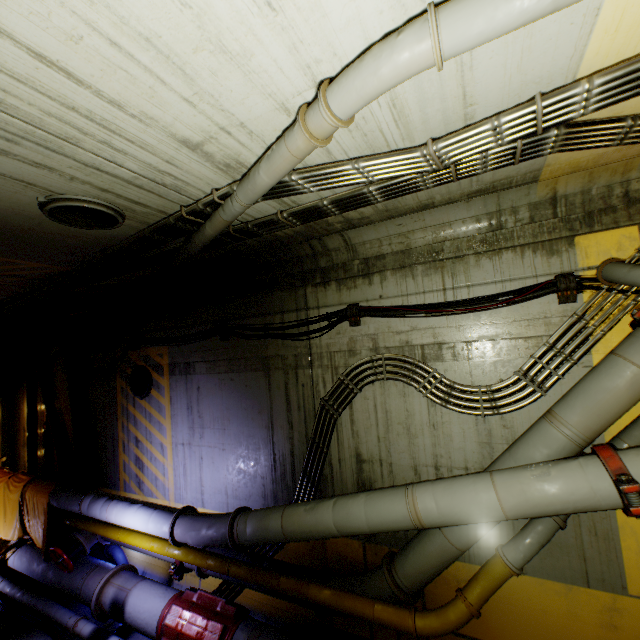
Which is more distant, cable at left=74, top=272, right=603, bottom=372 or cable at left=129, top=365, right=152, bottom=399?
cable at left=129, top=365, right=152, bottom=399

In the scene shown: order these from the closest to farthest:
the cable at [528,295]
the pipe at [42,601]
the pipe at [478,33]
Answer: the pipe at [478,33] < the cable at [528,295] < the pipe at [42,601]

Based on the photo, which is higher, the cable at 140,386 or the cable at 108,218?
the cable at 108,218

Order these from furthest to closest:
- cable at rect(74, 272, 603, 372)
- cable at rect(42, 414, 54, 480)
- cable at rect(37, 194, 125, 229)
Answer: cable at rect(42, 414, 54, 480) < cable at rect(74, 272, 603, 372) < cable at rect(37, 194, 125, 229)

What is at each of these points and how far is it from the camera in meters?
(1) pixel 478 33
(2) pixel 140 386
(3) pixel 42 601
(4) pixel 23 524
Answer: (1) pipe, 1.7 m
(2) cable, 8.1 m
(3) pipe, 6.9 m
(4) cloth, 8.2 m

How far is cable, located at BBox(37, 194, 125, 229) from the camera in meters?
3.5 m

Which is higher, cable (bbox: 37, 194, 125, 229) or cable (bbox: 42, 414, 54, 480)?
cable (bbox: 37, 194, 125, 229)

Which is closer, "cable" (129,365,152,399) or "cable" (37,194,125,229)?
"cable" (37,194,125,229)
